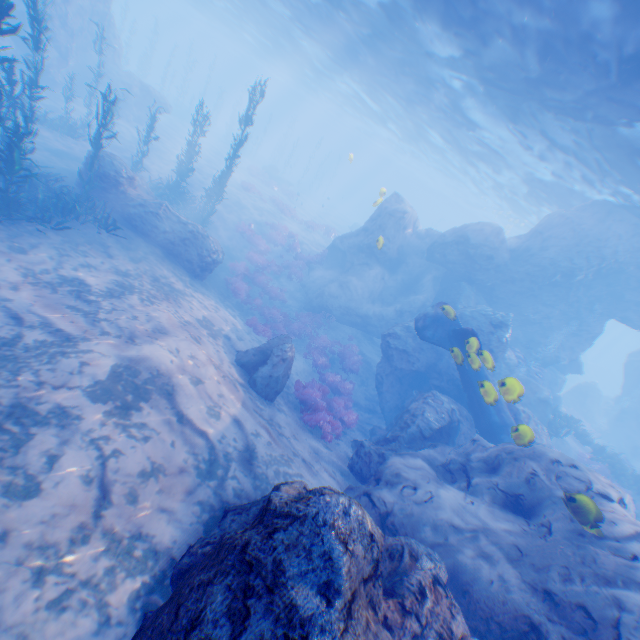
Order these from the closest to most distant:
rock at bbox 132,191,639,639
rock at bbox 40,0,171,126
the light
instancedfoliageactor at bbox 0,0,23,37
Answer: rock at bbox 132,191,639,639 < instancedfoliageactor at bbox 0,0,23,37 < the light < rock at bbox 40,0,171,126

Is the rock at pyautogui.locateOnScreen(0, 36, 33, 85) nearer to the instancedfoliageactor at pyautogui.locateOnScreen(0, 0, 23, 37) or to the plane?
the plane

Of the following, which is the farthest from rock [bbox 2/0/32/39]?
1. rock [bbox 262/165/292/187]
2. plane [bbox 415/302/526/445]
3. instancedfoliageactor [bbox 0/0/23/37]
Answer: rock [bbox 262/165/292/187]

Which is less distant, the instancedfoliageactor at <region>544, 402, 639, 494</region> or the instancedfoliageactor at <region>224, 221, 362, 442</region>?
the instancedfoliageactor at <region>224, 221, 362, 442</region>

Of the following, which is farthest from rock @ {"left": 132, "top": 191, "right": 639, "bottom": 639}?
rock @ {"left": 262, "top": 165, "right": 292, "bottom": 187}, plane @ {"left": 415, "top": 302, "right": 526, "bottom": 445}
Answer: rock @ {"left": 262, "top": 165, "right": 292, "bottom": 187}

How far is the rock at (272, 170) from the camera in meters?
41.1 m

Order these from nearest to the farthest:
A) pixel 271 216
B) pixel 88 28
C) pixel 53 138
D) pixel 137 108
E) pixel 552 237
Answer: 1. pixel 53 138
2. pixel 552 237
3. pixel 88 28
4. pixel 137 108
5. pixel 271 216

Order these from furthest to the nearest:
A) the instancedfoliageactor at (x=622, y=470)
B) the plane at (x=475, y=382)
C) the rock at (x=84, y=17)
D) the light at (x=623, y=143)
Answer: the rock at (x=84, y=17) → the instancedfoliageactor at (x=622, y=470) → the light at (x=623, y=143) → the plane at (x=475, y=382)
